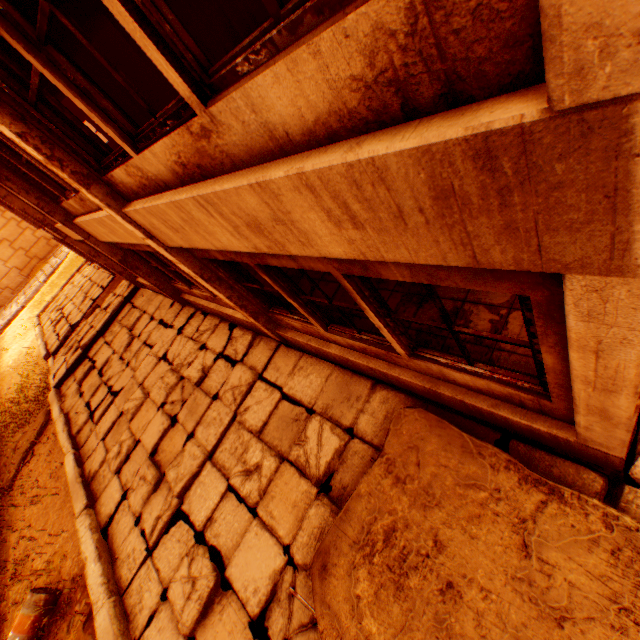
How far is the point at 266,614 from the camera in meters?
3.9

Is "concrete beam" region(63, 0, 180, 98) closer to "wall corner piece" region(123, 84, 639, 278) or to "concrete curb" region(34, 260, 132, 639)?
"wall corner piece" region(123, 84, 639, 278)

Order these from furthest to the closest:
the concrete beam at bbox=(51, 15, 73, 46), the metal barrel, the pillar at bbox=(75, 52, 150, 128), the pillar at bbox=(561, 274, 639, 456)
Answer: the pillar at bbox=(75, 52, 150, 128), the concrete beam at bbox=(51, 15, 73, 46), the metal barrel, the pillar at bbox=(561, 274, 639, 456)

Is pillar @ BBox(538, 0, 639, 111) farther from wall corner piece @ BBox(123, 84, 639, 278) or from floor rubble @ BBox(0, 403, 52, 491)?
floor rubble @ BBox(0, 403, 52, 491)

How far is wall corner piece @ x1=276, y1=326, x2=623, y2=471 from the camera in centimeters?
294cm

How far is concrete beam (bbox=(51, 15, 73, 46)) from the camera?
6.9m

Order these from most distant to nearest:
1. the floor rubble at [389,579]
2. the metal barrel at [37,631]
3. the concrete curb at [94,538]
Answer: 1. the metal barrel at [37,631]
2. the concrete curb at [94,538]
3. the floor rubble at [389,579]

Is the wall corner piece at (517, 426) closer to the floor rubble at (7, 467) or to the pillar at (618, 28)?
the pillar at (618, 28)
